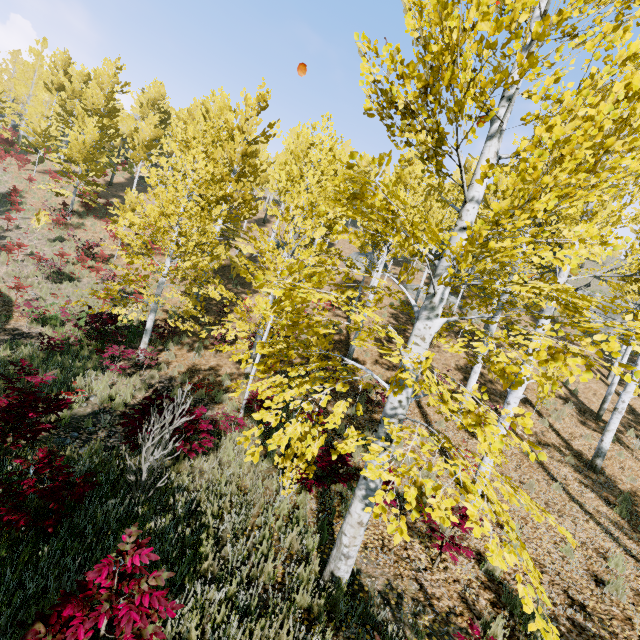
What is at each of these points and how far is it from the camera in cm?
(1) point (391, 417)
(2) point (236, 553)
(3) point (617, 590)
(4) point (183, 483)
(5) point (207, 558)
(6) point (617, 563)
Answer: (1) instancedfoliageactor, 394
(2) instancedfoliageactor, 405
(3) instancedfoliageactor, 551
(4) instancedfoliageactor, 559
(5) instancedfoliageactor, 420
(6) instancedfoliageactor, 625

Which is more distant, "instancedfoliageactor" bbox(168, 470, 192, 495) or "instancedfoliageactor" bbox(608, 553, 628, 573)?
"instancedfoliageactor" bbox(608, 553, 628, 573)

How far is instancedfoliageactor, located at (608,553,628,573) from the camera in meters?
6.2 m

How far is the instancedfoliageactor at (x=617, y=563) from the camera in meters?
6.2 m

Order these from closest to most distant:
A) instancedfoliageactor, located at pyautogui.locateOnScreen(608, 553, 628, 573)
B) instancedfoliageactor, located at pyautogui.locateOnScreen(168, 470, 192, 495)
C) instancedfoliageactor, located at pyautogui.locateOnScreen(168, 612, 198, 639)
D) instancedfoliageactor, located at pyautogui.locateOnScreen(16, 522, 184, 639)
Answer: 1. instancedfoliageactor, located at pyautogui.locateOnScreen(16, 522, 184, 639)
2. instancedfoliageactor, located at pyautogui.locateOnScreen(168, 612, 198, 639)
3. instancedfoliageactor, located at pyautogui.locateOnScreen(168, 470, 192, 495)
4. instancedfoliageactor, located at pyautogui.locateOnScreen(608, 553, 628, 573)

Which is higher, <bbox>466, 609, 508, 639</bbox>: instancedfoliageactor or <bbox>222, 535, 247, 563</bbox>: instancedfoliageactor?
<bbox>466, 609, 508, 639</bbox>: instancedfoliageactor
